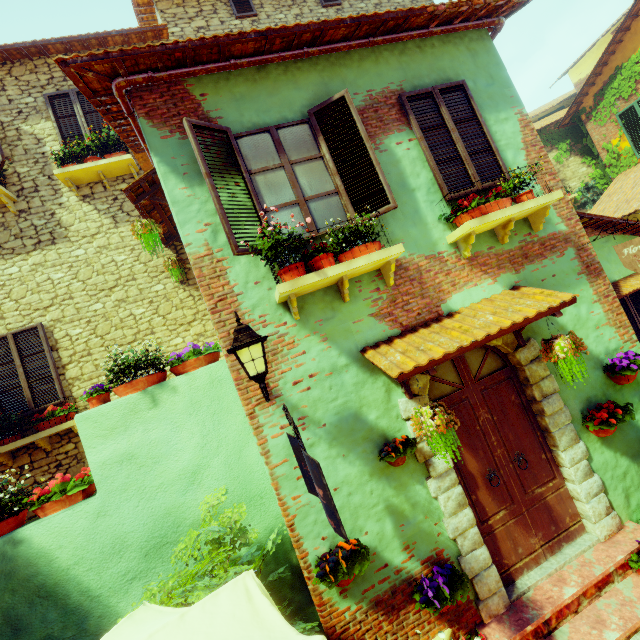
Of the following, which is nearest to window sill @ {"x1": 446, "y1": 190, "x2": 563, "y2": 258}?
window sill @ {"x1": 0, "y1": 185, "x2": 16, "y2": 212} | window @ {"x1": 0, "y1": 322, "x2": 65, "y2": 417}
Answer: window @ {"x1": 0, "y1": 322, "x2": 65, "y2": 417}

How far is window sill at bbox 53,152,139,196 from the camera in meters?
6.6

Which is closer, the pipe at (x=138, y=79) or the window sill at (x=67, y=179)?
the pipe at (x=138, y=79)

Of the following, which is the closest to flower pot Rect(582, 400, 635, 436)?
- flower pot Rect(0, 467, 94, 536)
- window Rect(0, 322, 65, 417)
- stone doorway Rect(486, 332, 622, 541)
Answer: stone doorway Rect(486, 332, 622, 541)

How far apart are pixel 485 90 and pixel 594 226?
3.9m

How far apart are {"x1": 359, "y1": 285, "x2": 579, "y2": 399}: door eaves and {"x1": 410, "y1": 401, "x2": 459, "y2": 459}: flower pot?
0.3 meters

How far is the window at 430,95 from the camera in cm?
443

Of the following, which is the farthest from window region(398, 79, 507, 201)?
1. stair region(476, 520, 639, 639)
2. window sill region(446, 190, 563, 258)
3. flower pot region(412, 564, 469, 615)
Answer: stair region(476, 520, 639, 639)
